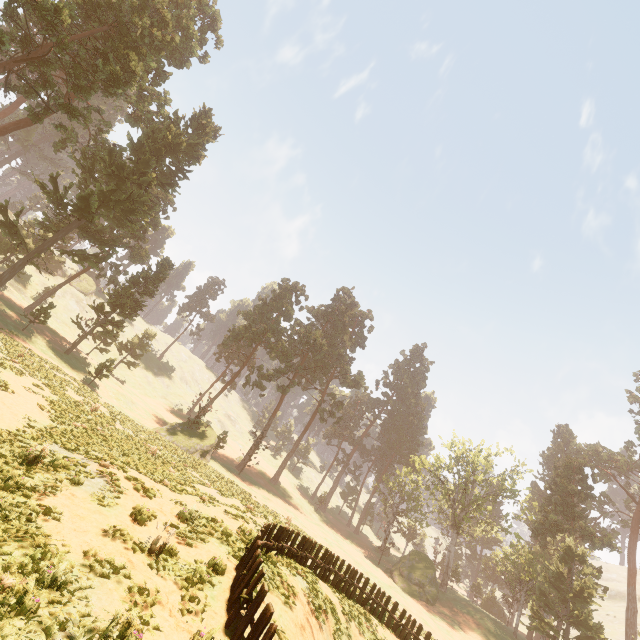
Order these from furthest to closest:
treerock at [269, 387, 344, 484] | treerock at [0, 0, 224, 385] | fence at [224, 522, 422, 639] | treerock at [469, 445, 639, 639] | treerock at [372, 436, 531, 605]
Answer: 1. treerock at [269, 387, 344, 484]
2. treerock at [372, 436, 531, 605]
3. treerock at [469, 445, 639, 639]
4. treerock at [0, 0, 224, 385]
5. fence at [224, 522, 422, 639]

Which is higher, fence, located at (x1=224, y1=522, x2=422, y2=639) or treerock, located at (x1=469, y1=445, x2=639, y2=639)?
treerock, located at (x1=469, y1=445, x2=639, y2=639)

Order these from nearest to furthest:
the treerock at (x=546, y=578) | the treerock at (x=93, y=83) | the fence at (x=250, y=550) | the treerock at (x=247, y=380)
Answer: the fence at (x=250, y=550) < the treerock at (x=93, y=83) < the treerock at (x=546, y=578) < the treerock at (x=247, y=380)

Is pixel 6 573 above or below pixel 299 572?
below

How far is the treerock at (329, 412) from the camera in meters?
54.3

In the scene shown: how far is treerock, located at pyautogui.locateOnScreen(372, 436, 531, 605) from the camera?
42.81m
